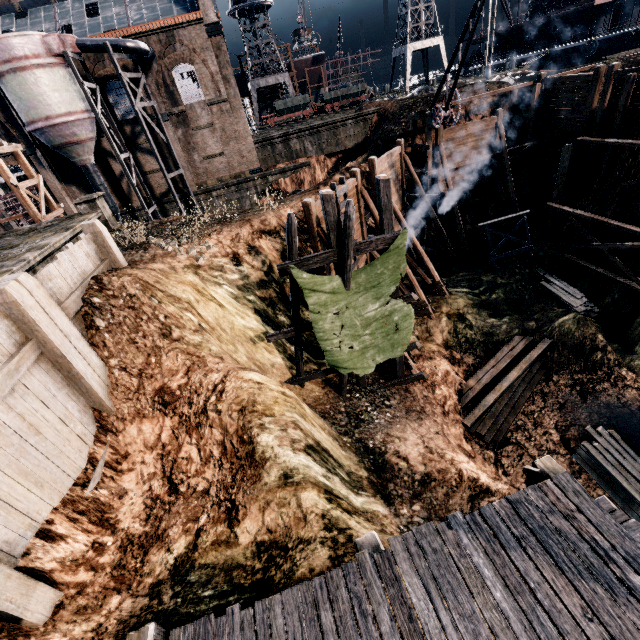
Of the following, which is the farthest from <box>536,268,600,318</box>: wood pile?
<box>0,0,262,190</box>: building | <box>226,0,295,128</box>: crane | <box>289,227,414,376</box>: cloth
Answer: <box>226,0,295,128</box>: crane

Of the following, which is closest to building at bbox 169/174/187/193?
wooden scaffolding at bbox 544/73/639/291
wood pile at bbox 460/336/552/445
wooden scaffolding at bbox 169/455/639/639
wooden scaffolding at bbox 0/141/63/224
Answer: wooden scaffolding at bbox 169/455/639/639

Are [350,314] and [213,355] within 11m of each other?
yes

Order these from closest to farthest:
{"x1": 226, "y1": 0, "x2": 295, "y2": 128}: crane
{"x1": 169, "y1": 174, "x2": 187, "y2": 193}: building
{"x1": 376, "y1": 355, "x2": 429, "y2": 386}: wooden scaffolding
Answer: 1. {"x1": 376, "y1": 355, "x2": 429, "y2": 386}: wooden scaffolding
2. {"x1": 169, "y1": 174, "x2": 187, "y2": 193}: building
3. {"x1": 226, "y1": 0, "x2": 295, "y2": 128}: crane

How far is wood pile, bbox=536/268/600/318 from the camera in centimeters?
1952cm

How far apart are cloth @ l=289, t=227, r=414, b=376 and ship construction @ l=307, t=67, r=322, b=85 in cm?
6053

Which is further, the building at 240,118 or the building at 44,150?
the building at 44,150

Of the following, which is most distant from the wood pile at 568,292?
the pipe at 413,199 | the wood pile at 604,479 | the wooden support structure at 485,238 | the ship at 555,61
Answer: the ship at 555,61
